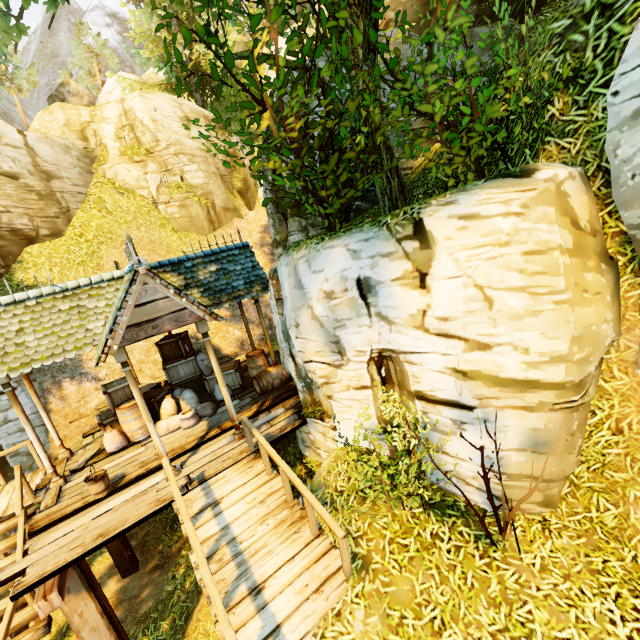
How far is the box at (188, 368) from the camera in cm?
962

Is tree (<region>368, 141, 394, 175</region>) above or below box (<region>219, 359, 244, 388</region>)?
above

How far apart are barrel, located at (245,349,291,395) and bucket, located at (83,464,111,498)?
4.00m

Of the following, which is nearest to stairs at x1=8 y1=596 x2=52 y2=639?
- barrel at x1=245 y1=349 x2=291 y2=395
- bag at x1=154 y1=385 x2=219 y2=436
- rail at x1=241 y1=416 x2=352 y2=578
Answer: bag at x1=154 y1=385 x2=219 y2=436

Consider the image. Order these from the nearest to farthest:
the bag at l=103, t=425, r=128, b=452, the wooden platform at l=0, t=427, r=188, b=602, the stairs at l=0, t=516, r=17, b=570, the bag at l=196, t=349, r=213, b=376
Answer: the wooden platform at l=0, t=427, r=188, b=602, the stairs at l=0, t=516, r=17, b=570, the bag at l=103, t=425, r=128, b=452, the bag at l=196, t=349, r=213, b=376

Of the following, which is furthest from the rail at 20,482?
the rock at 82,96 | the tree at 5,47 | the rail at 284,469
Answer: the rock at 82,96

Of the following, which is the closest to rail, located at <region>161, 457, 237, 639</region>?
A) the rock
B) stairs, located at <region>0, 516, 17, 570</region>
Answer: stairs, located at <region>0, 516, 17, 570</region>

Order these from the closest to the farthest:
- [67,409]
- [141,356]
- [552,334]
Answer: [552,334]
[67,409]
[141,356]
